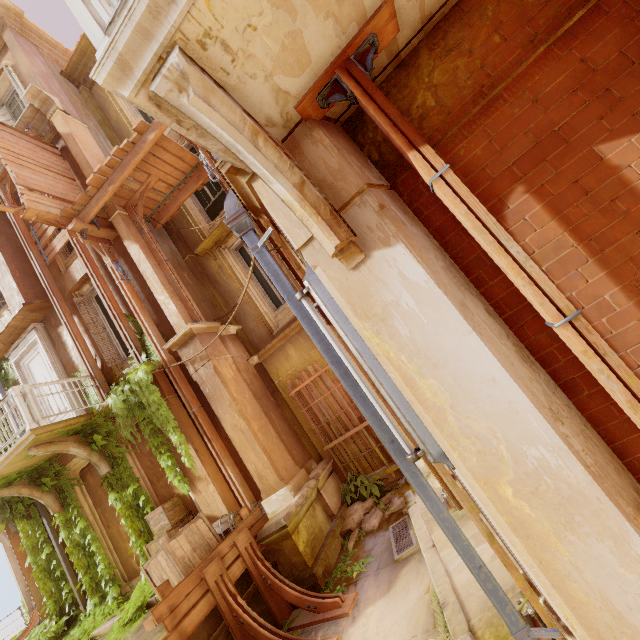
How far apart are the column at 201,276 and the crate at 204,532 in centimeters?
474cm

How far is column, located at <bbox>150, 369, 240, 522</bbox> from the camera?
7.3m

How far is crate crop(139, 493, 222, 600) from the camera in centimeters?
523cm

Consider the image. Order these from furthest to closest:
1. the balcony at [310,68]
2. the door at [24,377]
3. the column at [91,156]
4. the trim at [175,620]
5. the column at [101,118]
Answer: the column at [101,118] → the door at [24,377] → the column at [91,156] → the trim at [175,620] → the balcony at [310,68]

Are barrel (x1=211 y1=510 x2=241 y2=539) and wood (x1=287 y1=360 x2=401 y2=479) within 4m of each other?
yes

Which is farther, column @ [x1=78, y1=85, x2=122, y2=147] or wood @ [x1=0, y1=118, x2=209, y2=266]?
column @ [x1=78, y1=85, x2=122, y2=147]

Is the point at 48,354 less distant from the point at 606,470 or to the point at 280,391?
the point at 280,391

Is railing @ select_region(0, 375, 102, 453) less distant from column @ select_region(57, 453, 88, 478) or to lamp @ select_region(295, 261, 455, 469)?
column @ select_region(57, 453, 88, 478)
